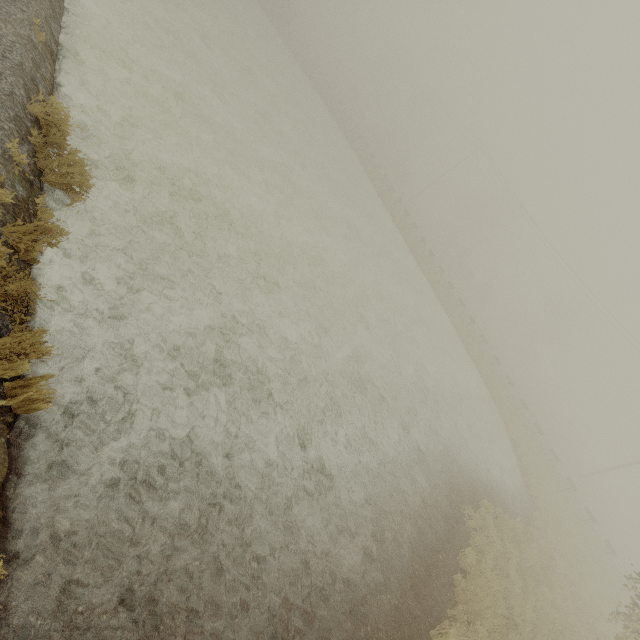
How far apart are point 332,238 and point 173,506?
13.74m
